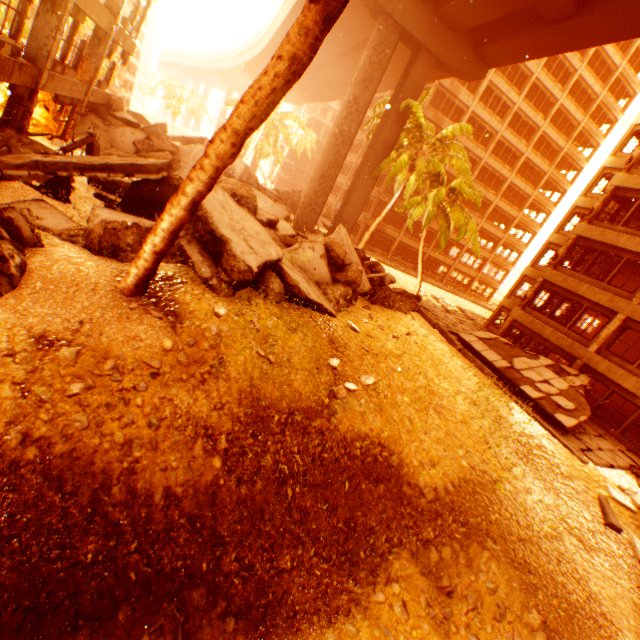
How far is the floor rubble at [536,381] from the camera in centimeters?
1449cm

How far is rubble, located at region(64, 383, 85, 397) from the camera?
5.0m

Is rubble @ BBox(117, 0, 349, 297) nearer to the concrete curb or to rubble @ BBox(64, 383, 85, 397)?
rubble @ BBox(64, 383, 85, 397)

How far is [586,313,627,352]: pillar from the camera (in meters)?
16.44

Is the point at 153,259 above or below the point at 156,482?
above

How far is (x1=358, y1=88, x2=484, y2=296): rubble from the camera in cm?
1823

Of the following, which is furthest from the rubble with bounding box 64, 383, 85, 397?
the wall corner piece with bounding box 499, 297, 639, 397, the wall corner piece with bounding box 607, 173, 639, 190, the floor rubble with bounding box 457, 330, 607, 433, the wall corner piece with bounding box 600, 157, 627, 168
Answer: the wall corner piece with bounding box 600, 157, 627, 168

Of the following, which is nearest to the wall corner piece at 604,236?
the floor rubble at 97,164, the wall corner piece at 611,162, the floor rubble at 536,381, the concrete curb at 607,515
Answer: the floor rubble at 536,381
